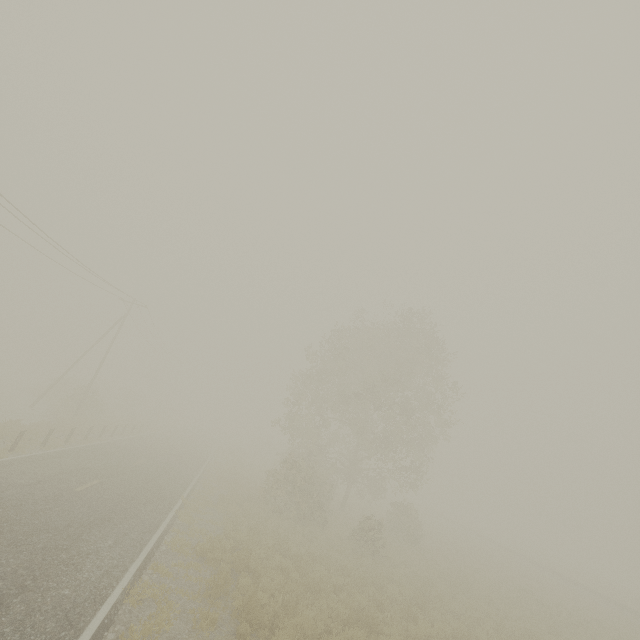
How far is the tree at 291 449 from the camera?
21.7 meters

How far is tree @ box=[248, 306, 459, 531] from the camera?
21.7 meters

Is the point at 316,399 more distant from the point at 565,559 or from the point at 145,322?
the point at 565,559
